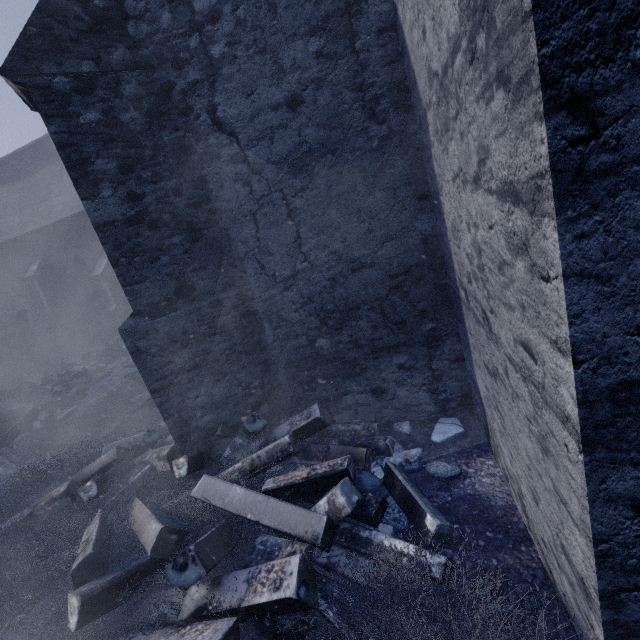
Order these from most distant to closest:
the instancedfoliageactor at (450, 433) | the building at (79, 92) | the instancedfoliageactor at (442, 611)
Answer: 1. the instancedfoliageactor at (450, 433)
2. the instancedfoliageactor at (442, 611)
3. the building at (79, 92)

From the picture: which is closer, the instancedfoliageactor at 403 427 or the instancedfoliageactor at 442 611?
the instancedfoliageactor at 442 611

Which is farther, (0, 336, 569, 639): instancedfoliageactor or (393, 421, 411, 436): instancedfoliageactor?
(393, 421, 411, 436): instancedfoliageactor

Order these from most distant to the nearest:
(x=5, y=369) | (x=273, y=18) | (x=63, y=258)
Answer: (x=63, y=258) → (x=5, y=369) → (x=273, y=18)

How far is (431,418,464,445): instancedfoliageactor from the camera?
3.6 meters

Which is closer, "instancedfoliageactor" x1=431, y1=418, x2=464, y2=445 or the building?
the building
